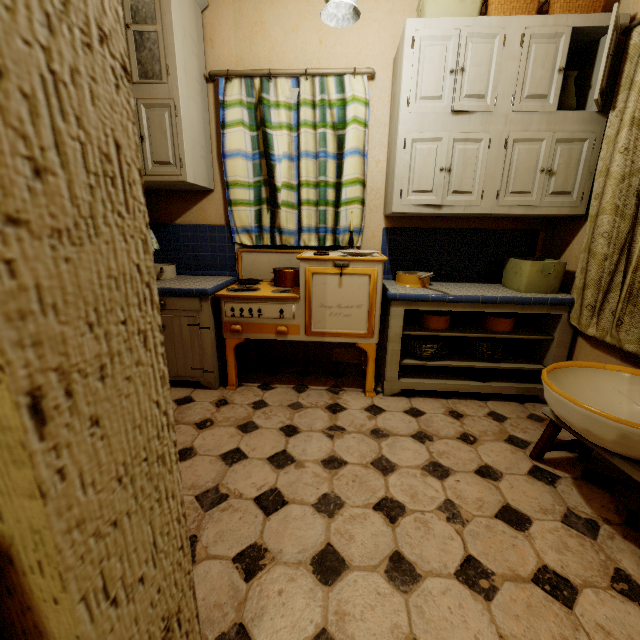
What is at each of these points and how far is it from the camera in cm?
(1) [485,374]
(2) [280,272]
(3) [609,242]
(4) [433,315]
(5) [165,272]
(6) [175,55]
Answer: (1) coaster, 249
(2) pot, 257
(3) curtain, 192
(4) pot, 260
(5) cooking pot, 269
(6) cabinet, 206

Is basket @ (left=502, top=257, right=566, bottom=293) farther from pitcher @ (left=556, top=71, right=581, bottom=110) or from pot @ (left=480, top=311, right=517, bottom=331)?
pitcher @ (left=556, top=71, right=581, bottom=110)

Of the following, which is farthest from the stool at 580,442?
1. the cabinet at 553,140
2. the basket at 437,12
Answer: the basket at 437,12

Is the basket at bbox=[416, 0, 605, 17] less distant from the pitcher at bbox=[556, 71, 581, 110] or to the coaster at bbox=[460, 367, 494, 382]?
the pitcher at bbox=[556, 71, 581, 110]

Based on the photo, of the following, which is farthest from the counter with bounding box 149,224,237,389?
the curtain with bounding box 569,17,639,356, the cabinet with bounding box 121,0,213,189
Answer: the curtain with bounding box 569,17,639,356

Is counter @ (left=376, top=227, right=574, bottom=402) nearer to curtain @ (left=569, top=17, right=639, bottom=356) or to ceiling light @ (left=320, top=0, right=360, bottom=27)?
curtain @ (left=569, top=17, right=639, bottom=356)

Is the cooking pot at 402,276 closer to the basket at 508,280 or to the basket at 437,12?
the basket at 508,280

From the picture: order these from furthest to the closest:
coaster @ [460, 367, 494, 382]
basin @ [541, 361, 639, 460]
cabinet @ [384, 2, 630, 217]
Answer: coaster @ [460, 367, 494, 382], cabinet @ [384, 2, 630, 217], basin @ [541, 361, 639, 460]
